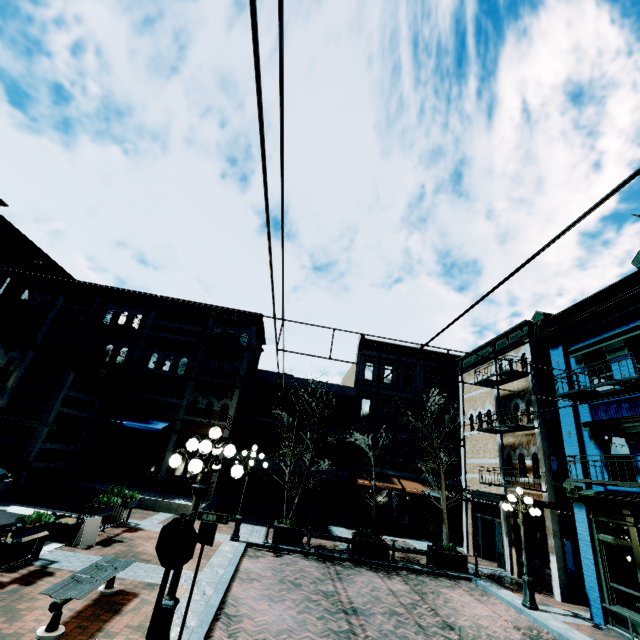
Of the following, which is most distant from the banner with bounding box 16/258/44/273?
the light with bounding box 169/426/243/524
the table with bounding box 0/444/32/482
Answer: the light with bounding box 169/426/243/524

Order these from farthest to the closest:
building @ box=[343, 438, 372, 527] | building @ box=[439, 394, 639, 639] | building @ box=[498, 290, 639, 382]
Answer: building @ box=[343, 438, 372, 527] < building @ box=[498, 290, 639, 382] < building @ box=[439, 394, 639, 639]

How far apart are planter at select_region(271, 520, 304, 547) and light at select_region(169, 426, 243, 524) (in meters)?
8.85

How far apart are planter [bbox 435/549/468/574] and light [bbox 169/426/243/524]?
12.4m

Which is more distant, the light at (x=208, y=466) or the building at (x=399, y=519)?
the building at (x=399, y=519)

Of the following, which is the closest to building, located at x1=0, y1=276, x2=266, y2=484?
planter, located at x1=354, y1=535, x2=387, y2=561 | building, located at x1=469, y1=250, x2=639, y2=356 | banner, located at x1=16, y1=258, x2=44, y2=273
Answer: banner, located at x1=16, y1=258, x2=44, y2=273

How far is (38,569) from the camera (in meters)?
7.86

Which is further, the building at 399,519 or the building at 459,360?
the building at 399,519
